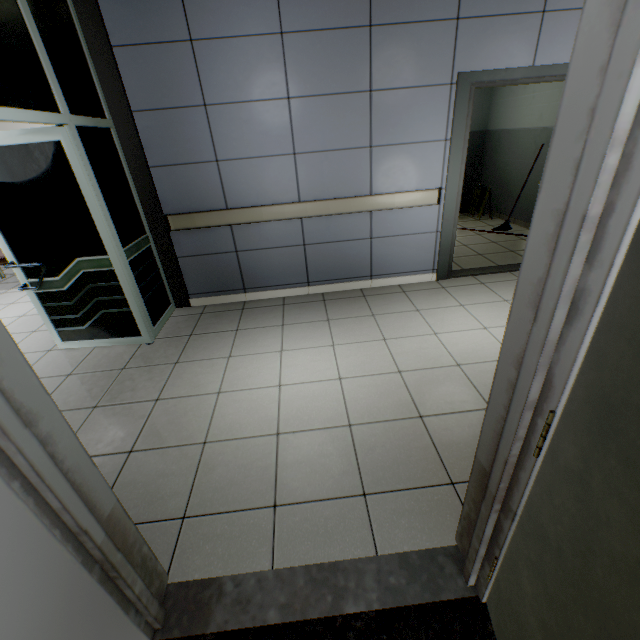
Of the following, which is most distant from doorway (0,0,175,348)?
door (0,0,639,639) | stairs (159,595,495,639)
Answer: door (0,0,639,639)

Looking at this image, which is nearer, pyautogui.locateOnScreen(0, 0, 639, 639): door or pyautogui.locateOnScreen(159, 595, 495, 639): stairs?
pyautogui.locateOnScreen(0, 0, 639, 639): door

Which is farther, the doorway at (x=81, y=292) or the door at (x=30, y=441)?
the doorway at (x=81, y=292)

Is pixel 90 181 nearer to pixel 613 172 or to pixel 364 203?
pixel 364 203

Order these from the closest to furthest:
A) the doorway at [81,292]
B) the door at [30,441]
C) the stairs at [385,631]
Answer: the door at [30,441]
the stairs at [385,631]
the doorway at [81,292]

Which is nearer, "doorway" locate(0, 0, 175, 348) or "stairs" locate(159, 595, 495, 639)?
"stairs" locate(159, 595, 495, 639)

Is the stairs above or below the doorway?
below

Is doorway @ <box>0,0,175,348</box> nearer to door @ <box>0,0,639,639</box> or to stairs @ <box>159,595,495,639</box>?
stairs @ <box>159,595,495,639</box>
